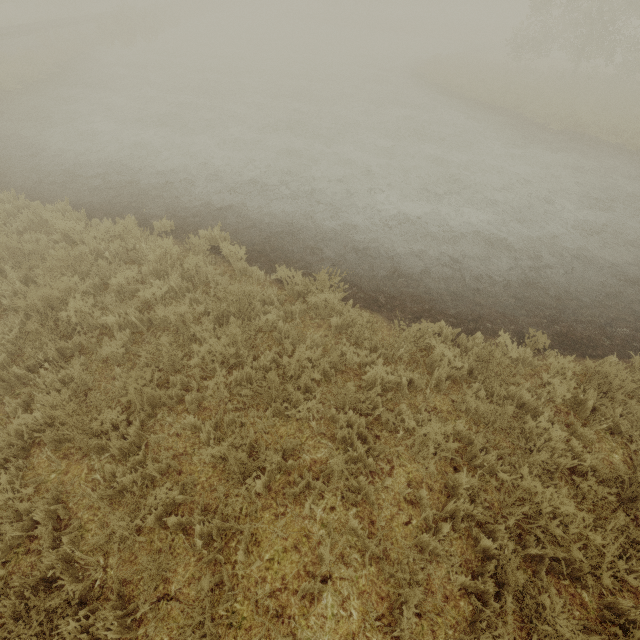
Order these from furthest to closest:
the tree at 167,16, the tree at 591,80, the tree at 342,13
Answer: the tree at 342,13 < the tree at 167,16 < the tree at 591,80

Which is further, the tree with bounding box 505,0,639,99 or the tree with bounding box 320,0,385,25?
the tree with bounding box 320,0,385,25

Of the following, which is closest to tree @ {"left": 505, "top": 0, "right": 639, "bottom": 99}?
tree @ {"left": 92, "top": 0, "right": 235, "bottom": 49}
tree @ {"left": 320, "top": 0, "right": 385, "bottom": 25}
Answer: tree @ {"left": 92, "top": 0, "right": 235, "bottom": 49}

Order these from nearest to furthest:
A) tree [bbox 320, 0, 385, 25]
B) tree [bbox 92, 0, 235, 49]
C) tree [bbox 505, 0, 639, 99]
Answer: tree [bbox 505, 0, 639, 99]
tree [bbox 92, 0, 235, 49]
tree [bbox 320, 0, 385, 25]

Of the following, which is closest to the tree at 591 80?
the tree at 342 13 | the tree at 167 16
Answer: the tree at 167 16

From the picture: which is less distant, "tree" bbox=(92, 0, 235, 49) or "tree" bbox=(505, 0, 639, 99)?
"tree" bbox=(505, 0, 639, 99)

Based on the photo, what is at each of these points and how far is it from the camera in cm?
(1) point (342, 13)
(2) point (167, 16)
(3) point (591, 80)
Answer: (1) tree, 5572
(2) tree, 3278
(3) tree, 2019
